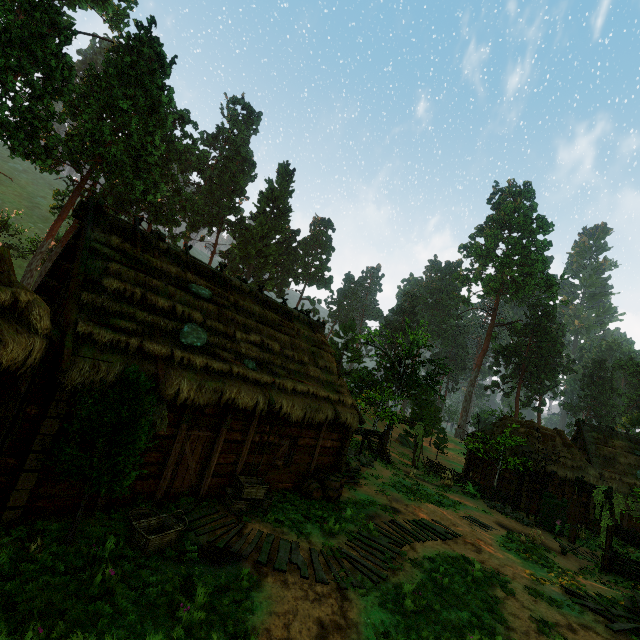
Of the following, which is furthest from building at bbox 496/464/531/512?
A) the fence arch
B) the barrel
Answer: the fence arch

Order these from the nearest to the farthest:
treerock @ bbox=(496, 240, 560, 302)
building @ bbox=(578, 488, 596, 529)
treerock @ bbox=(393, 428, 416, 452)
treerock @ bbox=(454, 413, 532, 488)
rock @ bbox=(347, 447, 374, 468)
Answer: rock @ bbox=(347, 447, 374, 468) → treerock @ bbox=(454, 413, 532, 488) → building @ bbox=(578, 488, 596, 529) → treerock @ bbox=(393, 428, 416, 452) → treerock @ bbox=(496, 240, 560, 302)

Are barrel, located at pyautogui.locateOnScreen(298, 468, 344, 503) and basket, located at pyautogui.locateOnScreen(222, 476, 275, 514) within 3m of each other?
yes

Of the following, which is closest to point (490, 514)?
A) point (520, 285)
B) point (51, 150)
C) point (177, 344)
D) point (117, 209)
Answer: point (177, 344)

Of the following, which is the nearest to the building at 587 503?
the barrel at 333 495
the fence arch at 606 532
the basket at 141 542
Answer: the barrel at 333 495

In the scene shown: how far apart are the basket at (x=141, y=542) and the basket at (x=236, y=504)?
1.7 meters

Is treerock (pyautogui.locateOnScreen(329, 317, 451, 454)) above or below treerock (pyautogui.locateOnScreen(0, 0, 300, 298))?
below

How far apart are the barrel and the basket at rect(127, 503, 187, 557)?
5.5 meters
